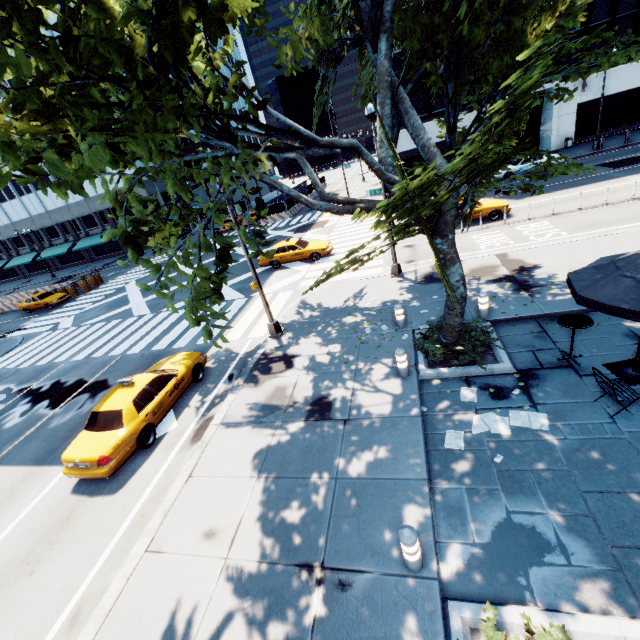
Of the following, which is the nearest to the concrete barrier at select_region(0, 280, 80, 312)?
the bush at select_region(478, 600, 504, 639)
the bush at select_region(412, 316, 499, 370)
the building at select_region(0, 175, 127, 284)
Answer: the building at select_region(0, 175, 127, 284)

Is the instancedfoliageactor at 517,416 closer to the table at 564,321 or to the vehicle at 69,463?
the table at 564,321

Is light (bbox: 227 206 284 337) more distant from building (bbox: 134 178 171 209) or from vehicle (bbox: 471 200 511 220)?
building (bbox: 134 178 171 209)

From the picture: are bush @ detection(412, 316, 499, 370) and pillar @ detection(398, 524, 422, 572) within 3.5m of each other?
no

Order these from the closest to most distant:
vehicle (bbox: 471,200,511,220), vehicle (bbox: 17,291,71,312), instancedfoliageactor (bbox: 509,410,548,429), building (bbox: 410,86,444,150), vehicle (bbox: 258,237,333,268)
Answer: instancedfoliageactor (bbox: 509,410,548,429), vehicle (bbox: 471,200,511,220), vehicle (bbox: 258,237,333,268), vehicle (bbox: 17,291,71,312), building (bbox: 410,86,444,150)

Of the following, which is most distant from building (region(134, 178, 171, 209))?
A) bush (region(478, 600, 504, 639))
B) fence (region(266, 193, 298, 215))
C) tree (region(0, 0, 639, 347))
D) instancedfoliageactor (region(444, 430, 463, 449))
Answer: bush (region(478, 600, 504, 639))

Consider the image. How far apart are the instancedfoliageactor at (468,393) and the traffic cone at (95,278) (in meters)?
37.79

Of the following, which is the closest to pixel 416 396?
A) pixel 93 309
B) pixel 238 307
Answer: pixel 238 307
